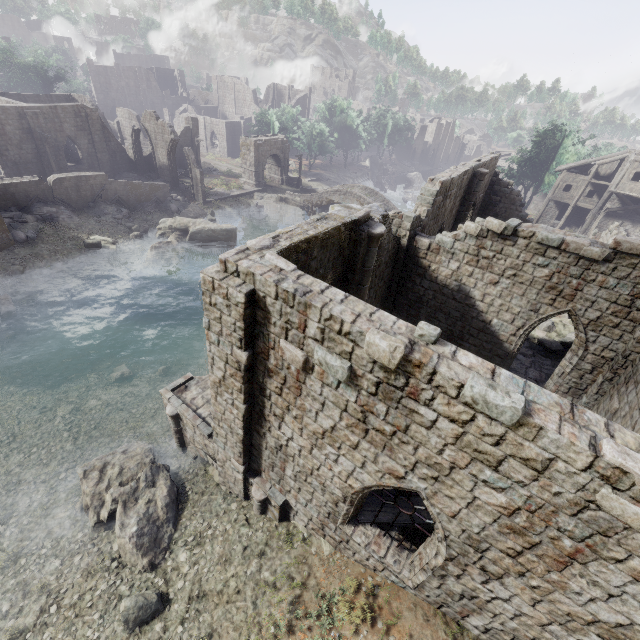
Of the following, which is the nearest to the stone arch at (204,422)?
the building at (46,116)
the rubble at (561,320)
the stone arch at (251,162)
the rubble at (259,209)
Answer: the building at (46,116)

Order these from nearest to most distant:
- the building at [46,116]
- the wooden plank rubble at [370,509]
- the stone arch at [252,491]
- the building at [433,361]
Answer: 1. the building at [433,361]
2. the wooden plank rubble at [370,509]
3. the stone arch at [252,491]
4. the building at [46,116]

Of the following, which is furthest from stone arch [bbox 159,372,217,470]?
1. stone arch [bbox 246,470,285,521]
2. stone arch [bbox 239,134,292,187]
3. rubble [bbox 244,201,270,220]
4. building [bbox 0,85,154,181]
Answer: rubble [bbox 244,201,270,220]

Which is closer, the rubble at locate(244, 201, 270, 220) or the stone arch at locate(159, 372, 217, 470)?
the stone arch at locate(159, 372, 217, 470)

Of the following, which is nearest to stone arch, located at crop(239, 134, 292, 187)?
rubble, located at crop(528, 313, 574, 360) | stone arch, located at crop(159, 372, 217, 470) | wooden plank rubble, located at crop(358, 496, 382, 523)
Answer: rubble, located at crop(528, 313, 574, 360)

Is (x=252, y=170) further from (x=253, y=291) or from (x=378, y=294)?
(x=253, y=291)

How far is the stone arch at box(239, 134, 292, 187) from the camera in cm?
4353

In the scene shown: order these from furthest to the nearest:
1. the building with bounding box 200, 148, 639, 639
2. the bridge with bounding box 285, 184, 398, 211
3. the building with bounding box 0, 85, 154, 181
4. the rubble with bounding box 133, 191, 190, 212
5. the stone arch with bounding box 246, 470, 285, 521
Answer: the bridge with bounding box 285, 184, 398, 211, the rubble with bounding box 133, 191, 190, 212, the building with bounding box 0, 85, 154, 181, the stone arch with bounding box 246, 470, 285, 521, the building with bounding box 200, 148, 639, 639
